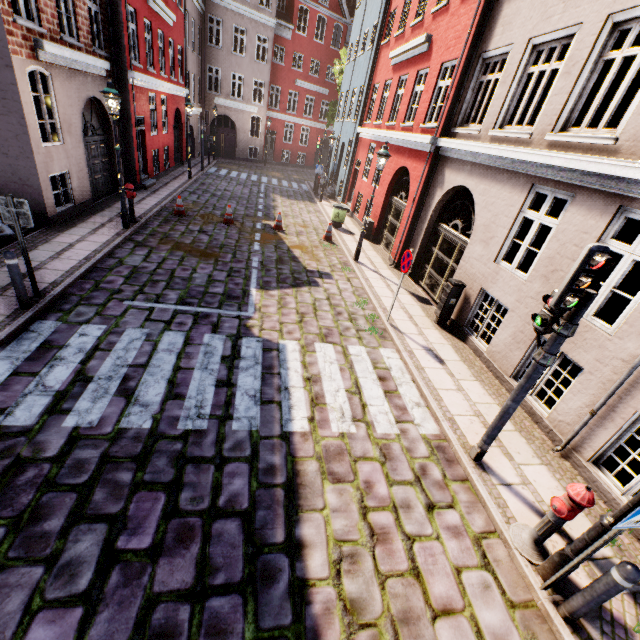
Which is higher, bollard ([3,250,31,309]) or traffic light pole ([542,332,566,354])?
traffic light pole ([542,332,566,354])

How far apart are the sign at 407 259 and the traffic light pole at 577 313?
3.8m

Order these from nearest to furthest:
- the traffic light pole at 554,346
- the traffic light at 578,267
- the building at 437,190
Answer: the traffic light at 578,267 < the traffic light pole at 554,346 < the building at 437,190

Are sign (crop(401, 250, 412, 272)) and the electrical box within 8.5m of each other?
yes

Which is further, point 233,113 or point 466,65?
point 233,113

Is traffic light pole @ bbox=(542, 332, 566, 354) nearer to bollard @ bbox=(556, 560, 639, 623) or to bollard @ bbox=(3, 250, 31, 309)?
bollard @ bbox=(556, 560, 639, 623)

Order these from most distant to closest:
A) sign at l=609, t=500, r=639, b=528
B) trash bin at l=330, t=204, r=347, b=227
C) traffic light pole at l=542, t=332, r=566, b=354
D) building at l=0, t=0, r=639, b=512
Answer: trash bin at l=330, t=204, r=347, b=227 → building at l=0, t=0, r=639, b=512 → traffic light pole at l=542, t=332, r=566, b=354 → sign at l=609, t=500, r=639, b=528

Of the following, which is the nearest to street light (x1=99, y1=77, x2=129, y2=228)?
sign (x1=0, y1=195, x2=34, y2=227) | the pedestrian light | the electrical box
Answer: sign (x1=0, y1=195, x2=34, y2=227)
